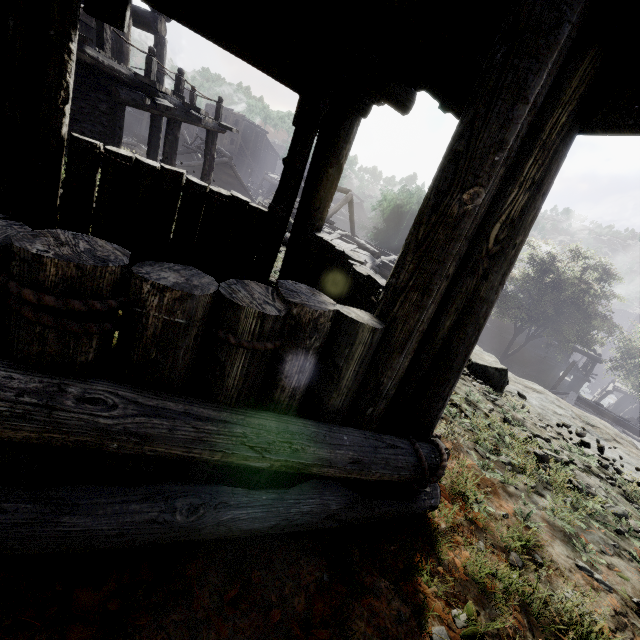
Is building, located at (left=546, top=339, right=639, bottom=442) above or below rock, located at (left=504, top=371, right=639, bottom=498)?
below

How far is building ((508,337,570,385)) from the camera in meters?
33.6 m

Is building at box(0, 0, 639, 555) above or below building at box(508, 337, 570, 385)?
above

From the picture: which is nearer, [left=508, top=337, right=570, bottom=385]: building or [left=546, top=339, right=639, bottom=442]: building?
[left=546, top=339, right=639, bottom=442]: building

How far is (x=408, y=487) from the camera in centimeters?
176cm

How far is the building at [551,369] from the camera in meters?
33.6 m

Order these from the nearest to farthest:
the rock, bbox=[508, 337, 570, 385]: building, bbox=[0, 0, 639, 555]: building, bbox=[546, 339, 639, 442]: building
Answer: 1. bbox=[0, 0, 639, 555]: building
2. the rock
3. bbox=[546, 339, 639, 442]: building
4. bbox=[508, 337, 570, 385]: building

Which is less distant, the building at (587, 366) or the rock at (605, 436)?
the rock at (605, 436)
